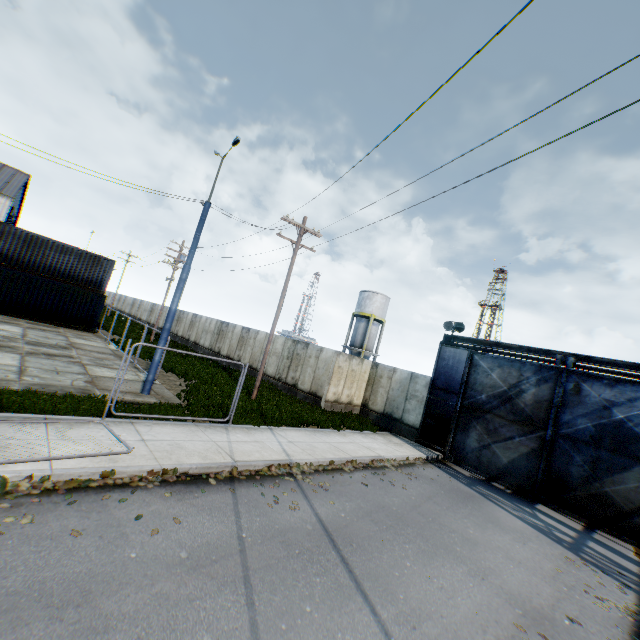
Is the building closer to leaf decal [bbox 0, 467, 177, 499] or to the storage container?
the storage container

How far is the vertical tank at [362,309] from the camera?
40.50m

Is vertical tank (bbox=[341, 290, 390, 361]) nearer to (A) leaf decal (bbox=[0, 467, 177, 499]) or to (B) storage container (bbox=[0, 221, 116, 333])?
(B) storage container (bbox=[0, 221, 116, 333])

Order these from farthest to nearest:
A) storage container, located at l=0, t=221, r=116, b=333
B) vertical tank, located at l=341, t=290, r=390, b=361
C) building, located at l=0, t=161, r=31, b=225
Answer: vertical tank, located at l=341, t=290, r=390, b=361
building, located at l=0, t=161, r=31, b=225
storage container, located at l=0, t=221, r=116, b=333

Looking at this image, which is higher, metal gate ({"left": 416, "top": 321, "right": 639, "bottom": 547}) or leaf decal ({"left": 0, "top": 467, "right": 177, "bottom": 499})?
metal gate ({"left": 416, "top": 321, "right": 639, "bottom": 547})

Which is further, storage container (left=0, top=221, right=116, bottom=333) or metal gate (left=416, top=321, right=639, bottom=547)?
storage container (left=0, top=221, right=116, bottom=333)

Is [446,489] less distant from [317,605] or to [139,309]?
[317,605]

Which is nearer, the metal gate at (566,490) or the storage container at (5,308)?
the metal gate at (566,490)
